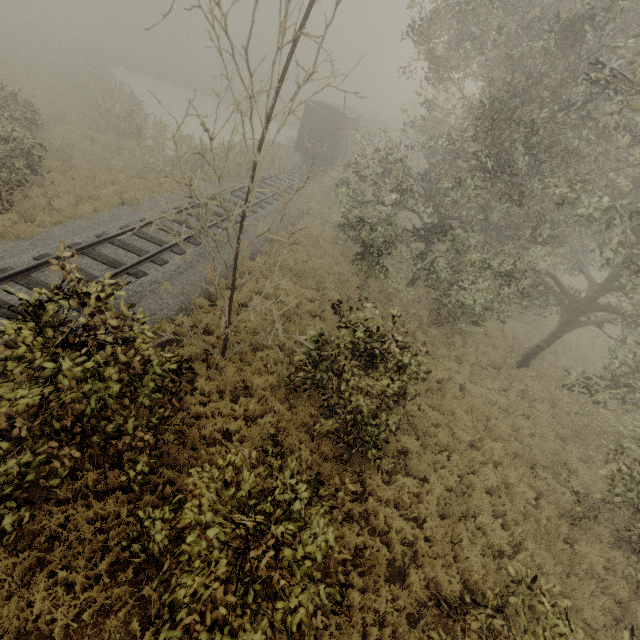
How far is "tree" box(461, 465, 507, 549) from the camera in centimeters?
747cm

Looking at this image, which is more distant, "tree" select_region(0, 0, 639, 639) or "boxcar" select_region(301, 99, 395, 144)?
"boxcar" select_region(301, 99, 395, 144)

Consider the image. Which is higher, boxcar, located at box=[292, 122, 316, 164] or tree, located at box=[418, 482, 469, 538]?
boxcar, located at box=[292, 122, 316, 164]

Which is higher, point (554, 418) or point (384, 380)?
point (384, 380)

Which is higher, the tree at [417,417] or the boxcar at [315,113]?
the boxcar at [315,113]

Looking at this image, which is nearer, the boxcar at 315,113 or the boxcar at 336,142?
the boxcar at 315,113

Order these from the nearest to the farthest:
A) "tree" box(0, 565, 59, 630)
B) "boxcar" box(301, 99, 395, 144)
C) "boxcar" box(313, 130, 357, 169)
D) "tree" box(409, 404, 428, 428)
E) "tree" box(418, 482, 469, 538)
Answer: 1. "tree" box(0, 565, 59, 630)
2. "tree" box(418, 482, 469, 538)
3. "tree" box(409, 404, 428, 428)
4. "boxcar" box(301, 99, 395, 144)
5. "boxcar" box(313, 130, 357, 169)
